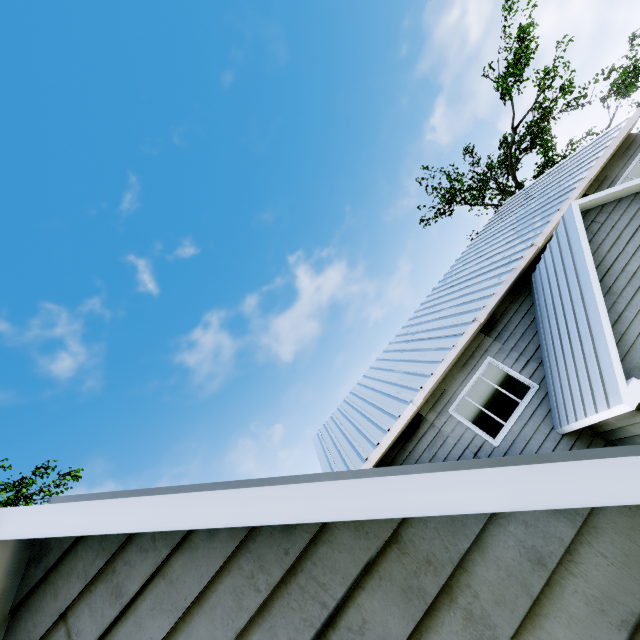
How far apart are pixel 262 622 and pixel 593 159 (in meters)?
14.28
